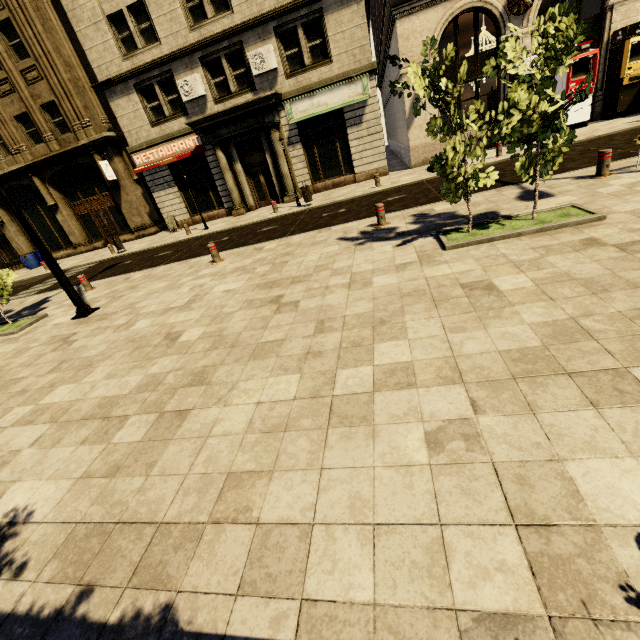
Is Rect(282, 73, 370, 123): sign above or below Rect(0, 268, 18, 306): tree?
above

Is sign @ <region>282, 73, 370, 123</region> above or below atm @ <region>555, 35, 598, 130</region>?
above

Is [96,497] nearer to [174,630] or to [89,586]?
[89,586]

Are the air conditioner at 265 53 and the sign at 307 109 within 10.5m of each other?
yes

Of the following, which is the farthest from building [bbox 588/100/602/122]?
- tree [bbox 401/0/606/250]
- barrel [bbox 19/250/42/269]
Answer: tree [bbox 401/0/606/250]

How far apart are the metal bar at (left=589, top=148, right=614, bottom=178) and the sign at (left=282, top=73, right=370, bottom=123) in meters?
11.5

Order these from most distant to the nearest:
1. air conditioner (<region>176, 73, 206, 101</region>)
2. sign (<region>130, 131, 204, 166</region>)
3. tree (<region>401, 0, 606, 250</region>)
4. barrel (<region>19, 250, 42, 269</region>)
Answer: barrel (<region>19, 250, 42, 269</region>)
sign (<region>130, 131, 204, 166</region>)
air conditioner (<region>176, 73, 206, 101</region>)
tree (<region>401, 0, 606, 250</region>)

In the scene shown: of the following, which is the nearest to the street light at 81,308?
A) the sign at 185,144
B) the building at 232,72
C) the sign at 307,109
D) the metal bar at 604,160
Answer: the building at 232,72
